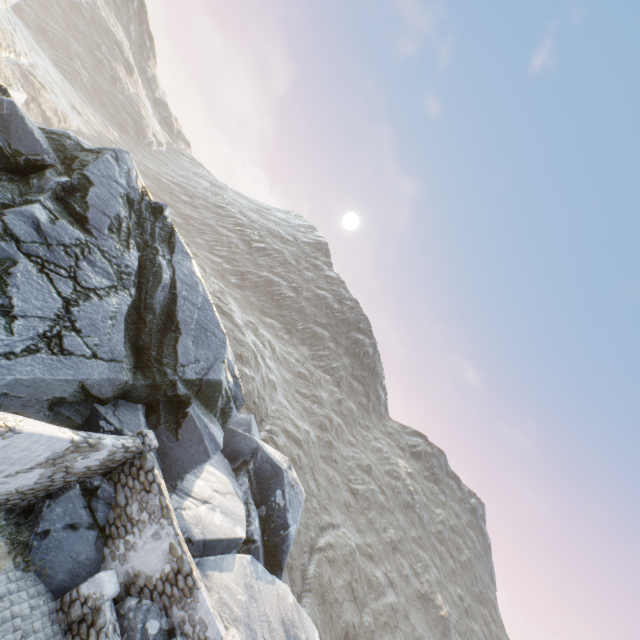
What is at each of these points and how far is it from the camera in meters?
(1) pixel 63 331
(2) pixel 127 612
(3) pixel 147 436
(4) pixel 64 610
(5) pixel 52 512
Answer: (1) rock, 9.7 m
(2) rock, 8.7 m
(3) stone column, 10.7 m
(4) stone column, 8.3 m
(5) rock, 9.0 m

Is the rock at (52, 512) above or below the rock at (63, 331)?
below

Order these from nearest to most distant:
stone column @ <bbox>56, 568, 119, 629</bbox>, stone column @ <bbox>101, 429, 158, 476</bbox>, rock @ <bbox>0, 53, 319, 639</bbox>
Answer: stone column @ <bbox>56, 568, 119, 629</bbox>, rock @ <bbox>0, 53, 319, 639</bbox>, stone column @ <bbox>101, 429, 158, 476</bbox>

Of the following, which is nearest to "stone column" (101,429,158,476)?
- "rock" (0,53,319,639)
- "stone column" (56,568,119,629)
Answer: "rock" (0,53,319,639)

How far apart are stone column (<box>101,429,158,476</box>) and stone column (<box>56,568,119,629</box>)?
2.5m

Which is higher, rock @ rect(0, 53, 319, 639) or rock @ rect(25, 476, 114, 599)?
rock @ rect(0, 53, 319, 639)

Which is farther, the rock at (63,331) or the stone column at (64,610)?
the rock at (63,331)

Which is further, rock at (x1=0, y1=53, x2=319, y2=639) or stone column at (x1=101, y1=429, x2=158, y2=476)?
stone column at (x1=101, y1=429, x2=158, y2=476)
